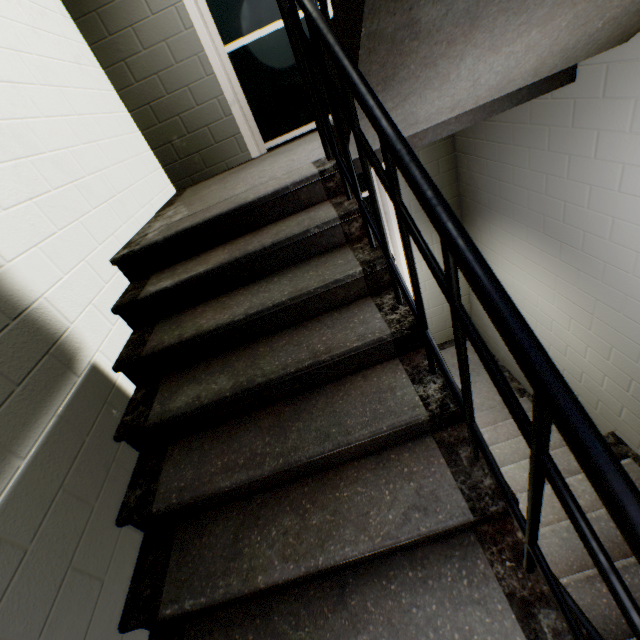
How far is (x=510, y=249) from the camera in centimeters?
327cm

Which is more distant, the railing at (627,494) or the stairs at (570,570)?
the stairs at (570,570)

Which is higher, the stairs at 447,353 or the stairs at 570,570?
the stairs at 570,570

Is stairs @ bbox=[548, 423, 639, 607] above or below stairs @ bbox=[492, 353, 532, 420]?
above

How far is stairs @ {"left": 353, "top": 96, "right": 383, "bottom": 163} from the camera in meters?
1.3

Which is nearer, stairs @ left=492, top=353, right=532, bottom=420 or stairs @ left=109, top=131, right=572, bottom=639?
stairs @ left=109, top=131, right=572, bottom=639

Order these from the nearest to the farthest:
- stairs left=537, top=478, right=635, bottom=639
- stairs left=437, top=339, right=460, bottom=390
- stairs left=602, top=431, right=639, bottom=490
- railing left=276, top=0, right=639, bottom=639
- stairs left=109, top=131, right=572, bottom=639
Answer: railing left=276, top=0, right=639, bottom=639, stairs left=109, top=131, right=572, bottom=639, stairs left=537, top=478, right=635, bottom=639, stairs left=602, top=431, right=639, bottom=490, stairs left=437, top=339, right=460, bottom=390
